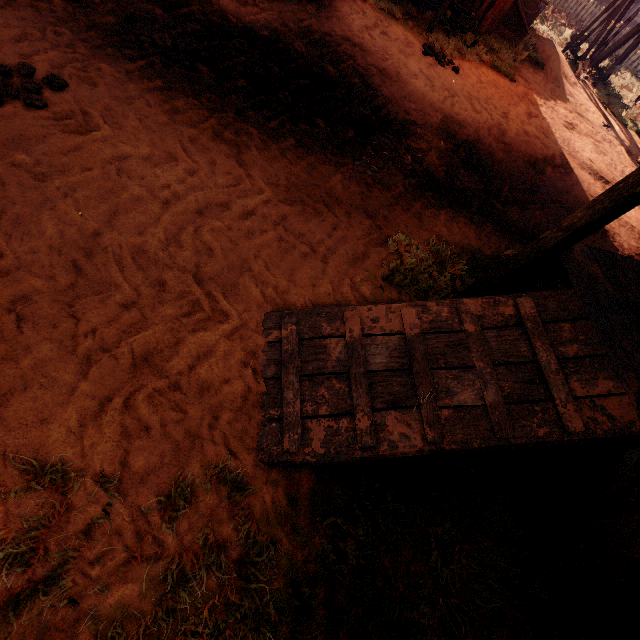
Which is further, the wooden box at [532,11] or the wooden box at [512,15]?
the wooden box at [532,11]

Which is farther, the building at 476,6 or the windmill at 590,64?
the windmill at 590,64

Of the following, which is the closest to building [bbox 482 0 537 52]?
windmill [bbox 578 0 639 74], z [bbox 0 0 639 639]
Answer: z [bbox 0 0 639 639]

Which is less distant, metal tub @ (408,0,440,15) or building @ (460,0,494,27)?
metal tub @ (408,0,440,15)

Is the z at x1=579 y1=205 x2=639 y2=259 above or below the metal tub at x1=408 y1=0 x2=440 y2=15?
below

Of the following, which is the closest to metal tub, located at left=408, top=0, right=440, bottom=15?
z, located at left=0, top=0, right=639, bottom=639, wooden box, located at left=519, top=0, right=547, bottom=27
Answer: z, located at left=0, top=0, right=639, bottom=639

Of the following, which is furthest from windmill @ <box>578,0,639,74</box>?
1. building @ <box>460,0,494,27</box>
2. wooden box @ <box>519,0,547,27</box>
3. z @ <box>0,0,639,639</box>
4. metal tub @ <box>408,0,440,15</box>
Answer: metal tub @ <box>408,0,440,15</box>

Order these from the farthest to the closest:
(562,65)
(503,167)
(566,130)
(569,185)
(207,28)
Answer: (562,65), (566,130), (569,185), (503,167), (207,28)
